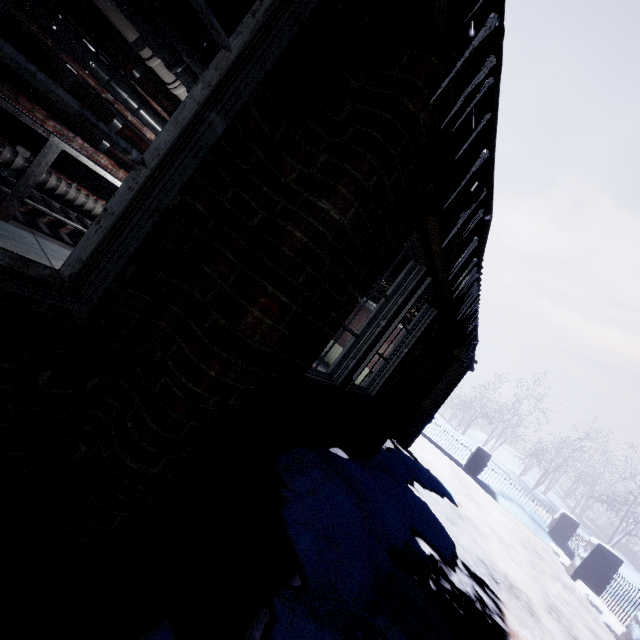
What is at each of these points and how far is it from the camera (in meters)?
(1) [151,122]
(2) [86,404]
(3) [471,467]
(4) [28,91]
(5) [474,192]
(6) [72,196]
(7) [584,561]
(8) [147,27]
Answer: (1) pipe, 3.45
(2) window, 1.14
(3) fence, 9.72
(4) pipe, 2.72
(5) pipe, 1.61
(6) pipe, 3.31
(7) fence, 6.34
(8) pipe, 2.14

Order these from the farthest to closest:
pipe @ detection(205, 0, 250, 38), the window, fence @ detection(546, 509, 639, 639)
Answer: fence @ detection(546, 509, 639, 639) < pipe @ detection(205, 0, 250, 38) < the window

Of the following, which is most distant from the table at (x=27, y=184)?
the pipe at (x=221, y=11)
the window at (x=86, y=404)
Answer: the window at (x=86, y=404)

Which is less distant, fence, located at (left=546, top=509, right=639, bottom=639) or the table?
the table

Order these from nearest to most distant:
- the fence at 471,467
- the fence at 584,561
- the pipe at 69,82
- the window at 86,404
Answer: the window at 86,404 → the pipe at 69,82 → the fence at 584,561 → the fence at 471,467

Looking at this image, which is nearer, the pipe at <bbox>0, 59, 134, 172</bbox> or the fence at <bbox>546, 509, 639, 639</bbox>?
the pipe at <bbox>0, 59, 134, 172</bbox>

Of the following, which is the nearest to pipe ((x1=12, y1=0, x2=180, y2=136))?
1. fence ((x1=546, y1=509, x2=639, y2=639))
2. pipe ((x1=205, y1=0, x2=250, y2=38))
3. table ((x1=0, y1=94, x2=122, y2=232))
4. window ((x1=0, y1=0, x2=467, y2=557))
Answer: table ((x1=0, y1=94, x2=122, y2=232))

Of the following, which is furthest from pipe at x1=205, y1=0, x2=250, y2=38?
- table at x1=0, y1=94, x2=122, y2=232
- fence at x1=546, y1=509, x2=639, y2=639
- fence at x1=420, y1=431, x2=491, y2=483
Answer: fence at x1=420, y1=431, x2=491, y2=483
